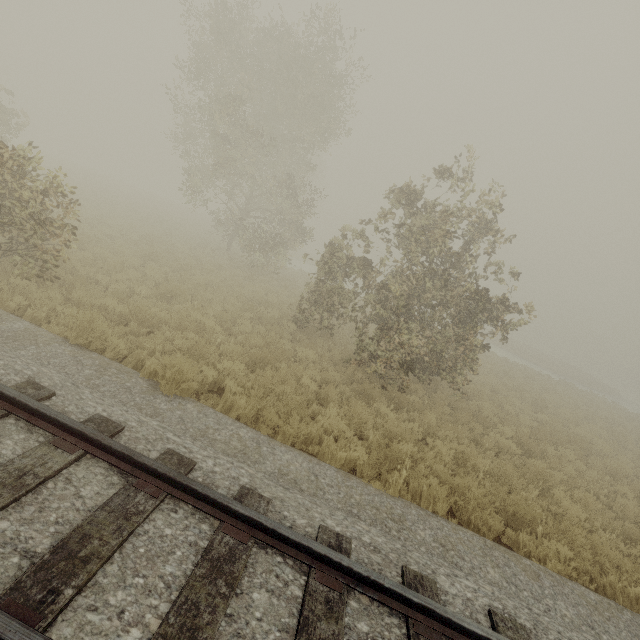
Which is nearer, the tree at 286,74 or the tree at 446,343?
the tree at 446,343

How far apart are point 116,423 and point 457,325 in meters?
10.3

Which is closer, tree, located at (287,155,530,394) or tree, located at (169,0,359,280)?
tree, located at (287,155,530,394)

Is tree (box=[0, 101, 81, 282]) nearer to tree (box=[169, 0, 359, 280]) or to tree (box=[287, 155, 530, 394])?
tree (box=[287, 155, 530, 394])

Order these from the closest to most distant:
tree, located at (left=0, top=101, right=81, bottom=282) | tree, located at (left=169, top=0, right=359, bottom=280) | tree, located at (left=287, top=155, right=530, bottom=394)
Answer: tree, located at (left=0, top=101, right=81, bottom=282) → tree, located at (left=287, top=155, right=530, bottom=394) → tree, located at (left=169, top=0, right=359, bottom=280)

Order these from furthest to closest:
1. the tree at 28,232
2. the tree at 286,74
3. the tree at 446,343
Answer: the tree at 286,74 → the tree at 446,343 → the tree at 28,232

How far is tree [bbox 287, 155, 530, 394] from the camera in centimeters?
967cm
